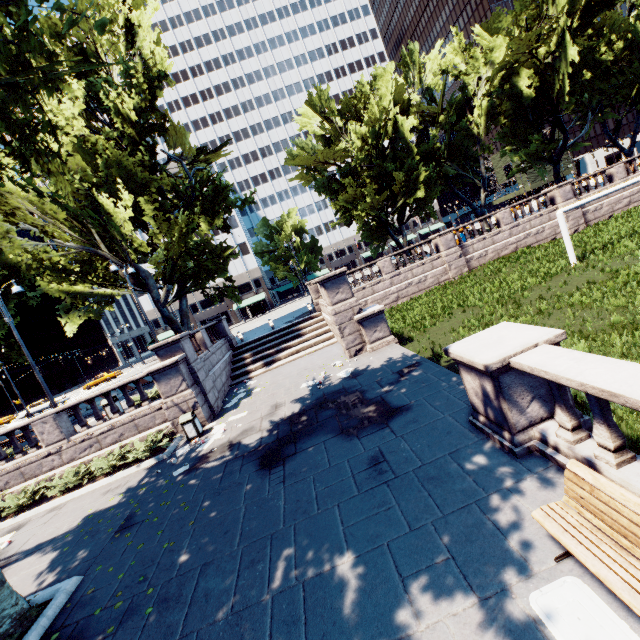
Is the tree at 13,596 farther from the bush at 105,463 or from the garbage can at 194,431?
the garbage can at 194,431

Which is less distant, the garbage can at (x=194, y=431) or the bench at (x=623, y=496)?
the bench at (x=623, y=496)

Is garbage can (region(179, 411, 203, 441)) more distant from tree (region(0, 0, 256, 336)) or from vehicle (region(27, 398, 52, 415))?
vehicle (region(27, 398, 52, 415))

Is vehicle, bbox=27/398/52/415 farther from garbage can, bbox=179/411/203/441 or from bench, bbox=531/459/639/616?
bench, bbox=531/459/639/616

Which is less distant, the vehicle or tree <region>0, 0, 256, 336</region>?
tree <region>0, 0, 256, 336</region>

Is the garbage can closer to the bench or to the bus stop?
the bench

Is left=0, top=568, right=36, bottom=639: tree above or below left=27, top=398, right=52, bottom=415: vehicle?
below

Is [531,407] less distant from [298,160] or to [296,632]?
[296,632]
